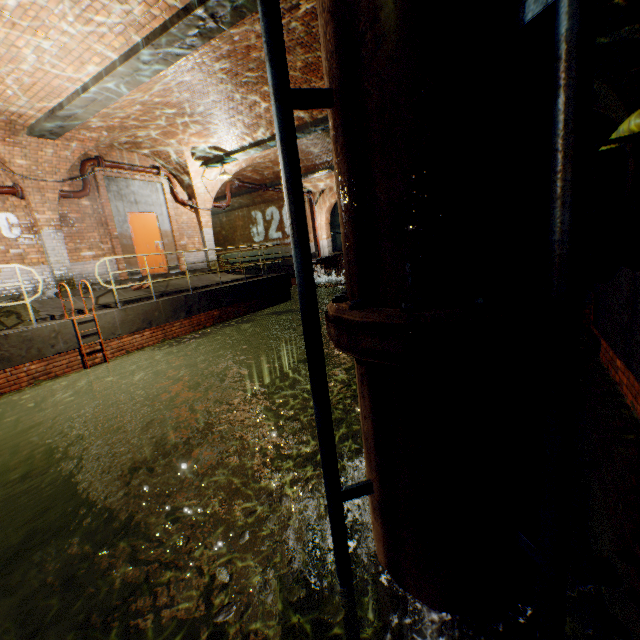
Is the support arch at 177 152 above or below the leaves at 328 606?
above

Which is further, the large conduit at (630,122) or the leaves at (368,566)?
the large conduit at (630,122)

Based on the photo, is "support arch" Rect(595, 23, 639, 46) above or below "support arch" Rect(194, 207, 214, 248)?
above

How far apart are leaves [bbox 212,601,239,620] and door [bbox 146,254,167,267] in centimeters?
1103cm

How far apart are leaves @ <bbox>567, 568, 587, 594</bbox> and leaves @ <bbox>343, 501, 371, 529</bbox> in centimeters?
123cm

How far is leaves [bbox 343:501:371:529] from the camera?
2.4m

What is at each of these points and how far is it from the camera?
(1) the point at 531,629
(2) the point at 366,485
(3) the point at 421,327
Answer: (1) leaves, 1.7m
(2) pipe railing, 2.0m
(3) pipe end, 1.3m

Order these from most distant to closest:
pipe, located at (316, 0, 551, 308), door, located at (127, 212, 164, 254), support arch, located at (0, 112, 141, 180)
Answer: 1. door, located at (127, 212, 164, 254)
2. support arch, located at (0, 112, 141, 180)
3. pipe, located at (316, 0, 551, 308)
